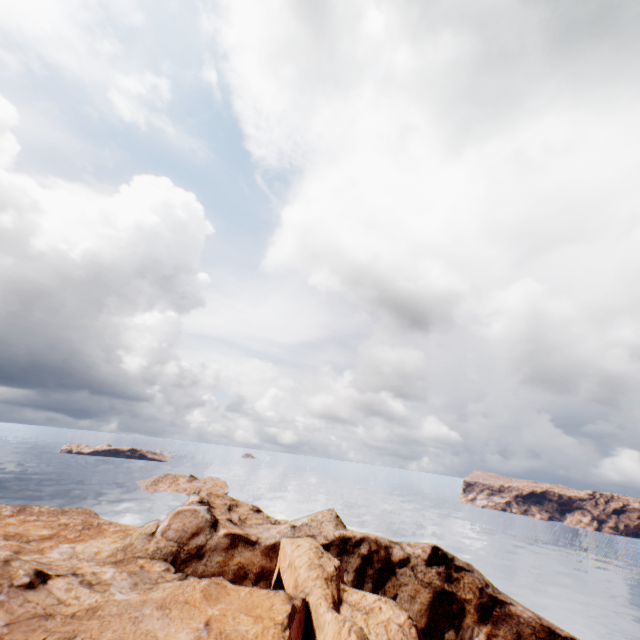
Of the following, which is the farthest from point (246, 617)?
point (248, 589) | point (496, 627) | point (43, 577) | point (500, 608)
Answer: point (500, 608)
